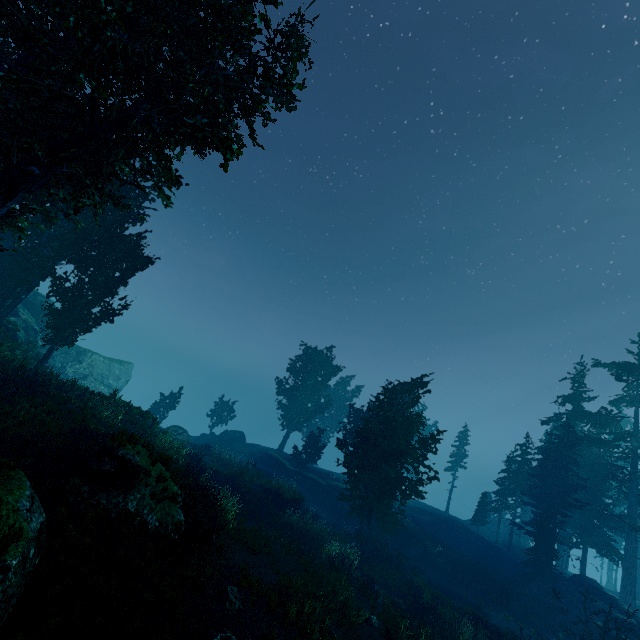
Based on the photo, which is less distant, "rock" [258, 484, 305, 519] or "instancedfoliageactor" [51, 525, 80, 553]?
"instancedfoliageactor" [51, 525, 80, 553]

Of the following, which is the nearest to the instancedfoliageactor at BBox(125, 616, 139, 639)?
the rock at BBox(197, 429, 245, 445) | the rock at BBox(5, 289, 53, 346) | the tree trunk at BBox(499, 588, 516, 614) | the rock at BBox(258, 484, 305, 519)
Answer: the rock at BBox(258, 484, 305, 519)

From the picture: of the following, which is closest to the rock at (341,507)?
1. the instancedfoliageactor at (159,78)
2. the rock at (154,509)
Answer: the instancedfoliageactor at (159,78)

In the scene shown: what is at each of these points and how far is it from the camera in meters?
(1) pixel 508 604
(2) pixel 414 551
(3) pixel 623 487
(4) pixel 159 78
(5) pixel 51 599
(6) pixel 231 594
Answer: (1) tree trunk, 23.5 m
(2) rock, 27.1 m
(3) instancedfoliageactor, 52.2 m
(4) instancedfoliageactor, 10.7 m
(5) instancedfoliageactor, 7.0 m
(6) instancedfoliageactor, 9.7 m

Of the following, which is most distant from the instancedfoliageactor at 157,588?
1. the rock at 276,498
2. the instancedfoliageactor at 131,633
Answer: the instancedfoliageactor at 131,633

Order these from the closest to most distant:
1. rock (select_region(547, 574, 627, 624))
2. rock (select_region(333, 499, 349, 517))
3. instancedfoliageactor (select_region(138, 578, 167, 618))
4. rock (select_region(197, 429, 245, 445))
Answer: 1. instancedfoliageactor (select_region(138, 578, 167, 618))
2. rock (select_region(547, 574, 627, 624))
3. rock (select_region(333, 499, 349, 517))
4. rock (select_region(197, 429, 245, 445))

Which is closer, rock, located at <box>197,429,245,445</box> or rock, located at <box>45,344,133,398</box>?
rock, located at <box>45,344,133,398</box>

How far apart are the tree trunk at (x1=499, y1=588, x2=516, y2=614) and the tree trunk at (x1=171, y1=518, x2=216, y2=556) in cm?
2519
